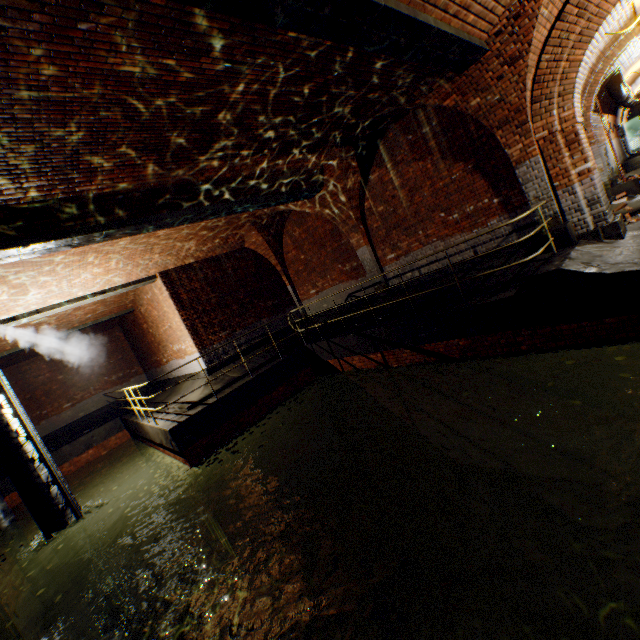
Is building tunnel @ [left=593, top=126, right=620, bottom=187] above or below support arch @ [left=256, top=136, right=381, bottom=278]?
below

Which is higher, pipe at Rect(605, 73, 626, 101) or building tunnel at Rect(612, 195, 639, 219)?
pipe at Rect(605, 73, 626, 101)

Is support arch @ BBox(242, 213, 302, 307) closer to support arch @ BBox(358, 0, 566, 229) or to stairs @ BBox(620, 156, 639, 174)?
support arch @ BBox(358, 0, 566, 229)

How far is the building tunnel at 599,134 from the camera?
12.70m

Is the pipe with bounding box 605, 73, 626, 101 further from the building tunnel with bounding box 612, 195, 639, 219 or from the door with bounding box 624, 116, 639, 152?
the door with bounding box 624, 116, 639, 152

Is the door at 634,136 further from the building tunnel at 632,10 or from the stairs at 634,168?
the stairs at 634,168

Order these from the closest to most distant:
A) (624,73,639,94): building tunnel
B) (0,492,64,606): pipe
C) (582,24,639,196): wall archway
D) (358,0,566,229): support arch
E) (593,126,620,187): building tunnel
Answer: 1. (358,0,566,229): support arch
2. (582,24,639,196): wall archway
3. (0,492,64,606): pipe
4. (593,126,620,187): building tunnel
5. (624,73,639,94): building tunnel

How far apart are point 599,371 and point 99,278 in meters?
12.2
